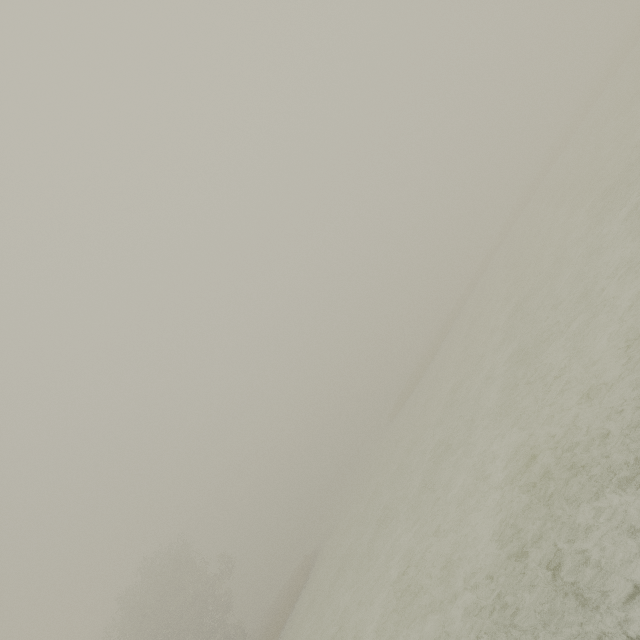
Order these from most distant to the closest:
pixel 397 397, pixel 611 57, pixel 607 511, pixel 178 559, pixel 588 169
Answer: pixel 397 397
pixel 611 57
pixel 178 559
pixel 588 169
pixel 607 511
